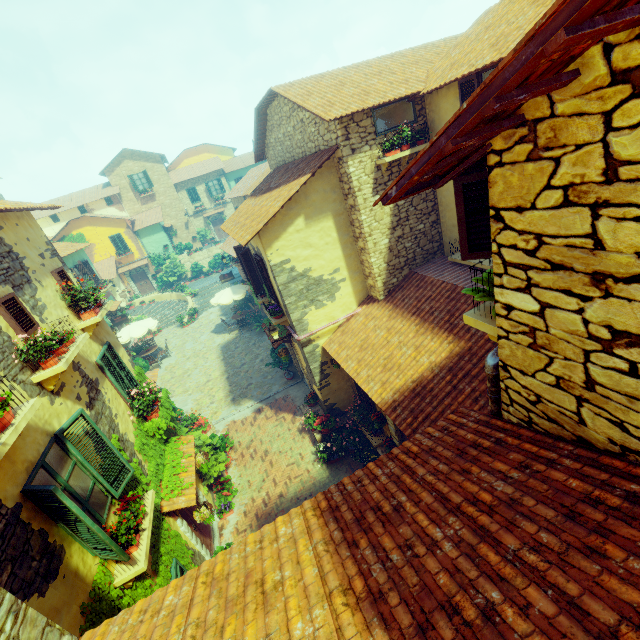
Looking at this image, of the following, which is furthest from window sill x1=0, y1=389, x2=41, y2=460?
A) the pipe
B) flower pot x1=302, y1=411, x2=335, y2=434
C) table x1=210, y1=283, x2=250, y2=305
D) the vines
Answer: table x1=210, y1=283, x2=250, y2=305

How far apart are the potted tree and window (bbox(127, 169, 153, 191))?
30.5m

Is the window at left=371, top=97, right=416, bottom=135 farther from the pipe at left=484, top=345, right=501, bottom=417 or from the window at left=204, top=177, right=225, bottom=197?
the window at left=204, top=177, right=225, bottom=197

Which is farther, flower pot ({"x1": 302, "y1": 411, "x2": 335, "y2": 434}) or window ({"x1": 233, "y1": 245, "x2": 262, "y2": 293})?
window ({"x1": 233, "y1": 245, "x2": 262, "y2": 293})

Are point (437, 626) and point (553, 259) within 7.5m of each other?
yes

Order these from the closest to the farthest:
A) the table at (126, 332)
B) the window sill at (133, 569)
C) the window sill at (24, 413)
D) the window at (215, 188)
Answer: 1. the window sill at (24, 413)
2. the window sill at (133, 569)
3. the table at (126, 332)
4. the window at (215, 188)

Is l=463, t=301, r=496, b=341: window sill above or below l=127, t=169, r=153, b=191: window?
below

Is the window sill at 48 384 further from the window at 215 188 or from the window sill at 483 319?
the window at 215 188
